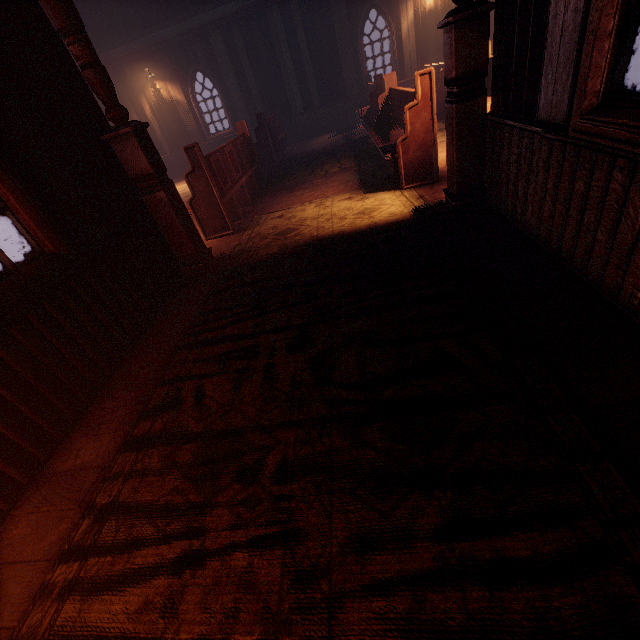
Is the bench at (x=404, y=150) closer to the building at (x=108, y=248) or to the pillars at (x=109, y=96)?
the building at (x=108, y=248)

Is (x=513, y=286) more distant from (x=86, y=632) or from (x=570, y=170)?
(x=86, y=632)

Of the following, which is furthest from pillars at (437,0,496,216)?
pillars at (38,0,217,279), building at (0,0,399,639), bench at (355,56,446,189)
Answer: pillars at (38,0,217,279)

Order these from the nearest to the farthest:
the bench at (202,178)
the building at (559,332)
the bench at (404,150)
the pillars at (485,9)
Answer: the building at (559,332) < the pillars at (485,9) < the bench at (404,150) < the bench at (202,178)

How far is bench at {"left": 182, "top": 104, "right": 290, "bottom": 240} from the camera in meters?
4.6

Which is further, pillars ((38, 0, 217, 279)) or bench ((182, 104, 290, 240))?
bench ((182, 104, 290, 240))

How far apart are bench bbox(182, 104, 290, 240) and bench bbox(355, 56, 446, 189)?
→ 2.4 meters

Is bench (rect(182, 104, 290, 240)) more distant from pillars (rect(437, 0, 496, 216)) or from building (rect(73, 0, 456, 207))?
pillars (rect(437, 0, 496, 216))
